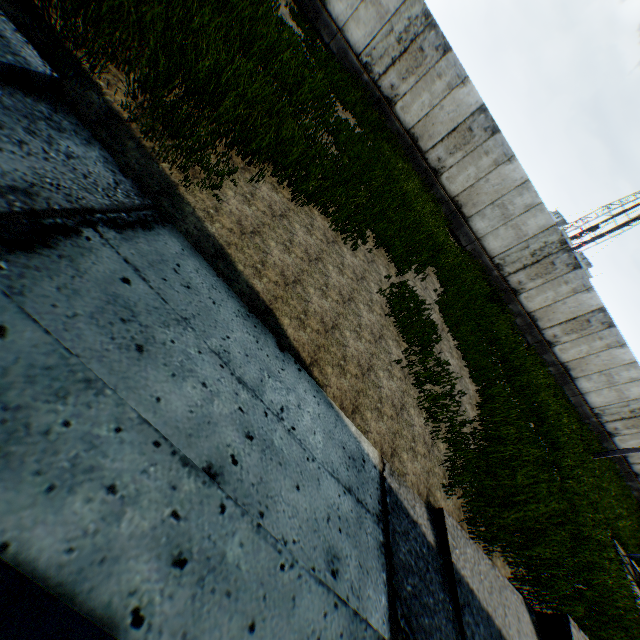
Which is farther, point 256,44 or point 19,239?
point 256,44
